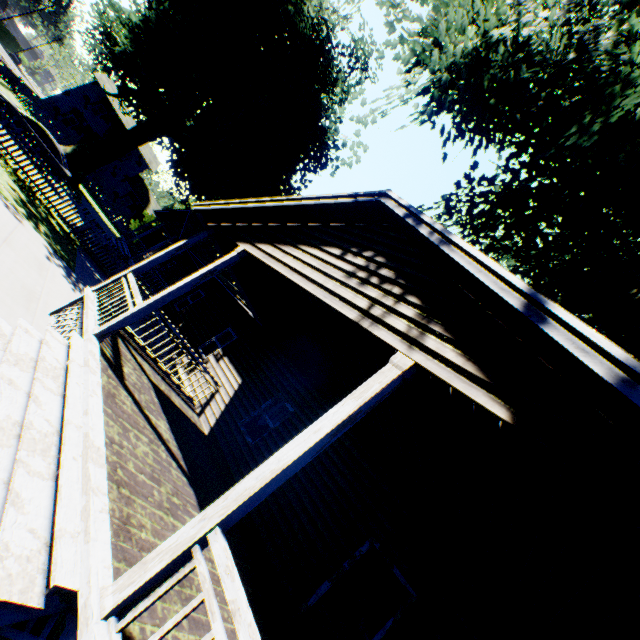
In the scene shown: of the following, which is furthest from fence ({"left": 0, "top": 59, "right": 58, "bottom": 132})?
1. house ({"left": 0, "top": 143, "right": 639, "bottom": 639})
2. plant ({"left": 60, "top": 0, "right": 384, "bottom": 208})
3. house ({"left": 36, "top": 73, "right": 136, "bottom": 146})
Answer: house ({"left": 0, "top": 143, "right": 639, "bottom": 639})

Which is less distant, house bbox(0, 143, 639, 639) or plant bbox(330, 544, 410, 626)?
house bbox(0, 143, 639, 639)

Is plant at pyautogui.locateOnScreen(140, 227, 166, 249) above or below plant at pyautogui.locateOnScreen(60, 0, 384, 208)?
below

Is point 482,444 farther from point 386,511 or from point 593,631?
point 386,511

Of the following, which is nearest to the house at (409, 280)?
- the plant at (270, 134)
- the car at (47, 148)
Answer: the plant at (270, 134)

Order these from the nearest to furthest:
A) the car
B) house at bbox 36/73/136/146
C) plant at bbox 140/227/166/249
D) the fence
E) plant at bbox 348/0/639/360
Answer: plant at bbox 348/0/639/360, the car, the fence, house at bbox 36/73/136/146, plant at bbox 140/227/166/249

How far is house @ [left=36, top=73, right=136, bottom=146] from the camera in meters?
37.2 m

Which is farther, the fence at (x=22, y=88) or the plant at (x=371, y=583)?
the fence at (x=22, y=88)
